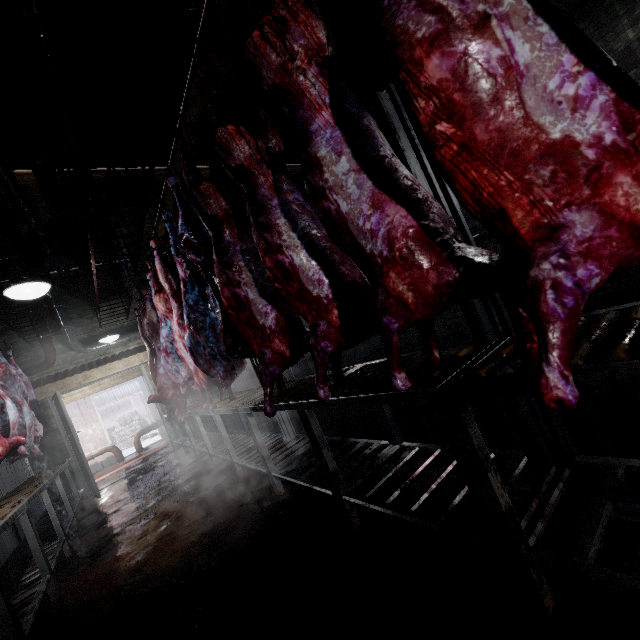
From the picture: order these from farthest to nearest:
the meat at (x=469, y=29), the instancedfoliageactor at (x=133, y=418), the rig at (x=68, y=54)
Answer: the instancedfoliageactor at (x=133, y=418) → the rig at (x=68, y=54) → the meat at (x=469, y=29)

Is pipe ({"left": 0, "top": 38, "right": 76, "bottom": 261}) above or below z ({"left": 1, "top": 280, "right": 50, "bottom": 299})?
above

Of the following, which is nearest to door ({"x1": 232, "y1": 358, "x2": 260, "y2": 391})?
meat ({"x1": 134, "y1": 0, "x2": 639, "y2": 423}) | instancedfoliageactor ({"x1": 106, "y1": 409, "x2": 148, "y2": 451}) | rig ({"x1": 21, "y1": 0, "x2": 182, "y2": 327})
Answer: rig ({"x1": 21, "y1": 0, "x2": 182, "y2": 327})

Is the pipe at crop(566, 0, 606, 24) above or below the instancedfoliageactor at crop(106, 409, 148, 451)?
above

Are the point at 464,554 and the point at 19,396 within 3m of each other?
no

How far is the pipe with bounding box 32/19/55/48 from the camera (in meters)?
2.42

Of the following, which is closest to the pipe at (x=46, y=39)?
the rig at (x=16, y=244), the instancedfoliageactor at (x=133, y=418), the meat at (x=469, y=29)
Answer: the rig at (x=16, y=244)

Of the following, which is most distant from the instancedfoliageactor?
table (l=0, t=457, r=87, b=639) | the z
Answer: the z
